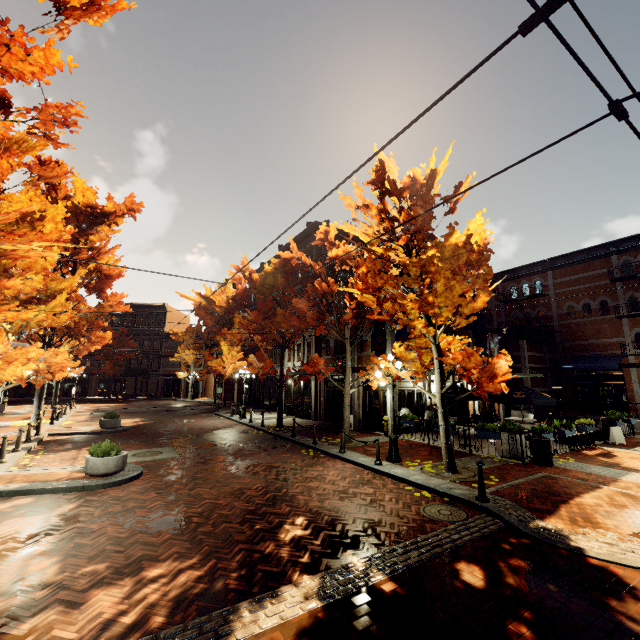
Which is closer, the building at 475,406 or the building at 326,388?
the building at 475,406

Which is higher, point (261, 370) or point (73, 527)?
point (261, 370)

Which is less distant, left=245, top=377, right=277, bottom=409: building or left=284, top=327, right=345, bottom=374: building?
left=284, top=327, right=345, bottom=374: building

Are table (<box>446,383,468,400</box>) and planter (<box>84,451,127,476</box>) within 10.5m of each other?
no

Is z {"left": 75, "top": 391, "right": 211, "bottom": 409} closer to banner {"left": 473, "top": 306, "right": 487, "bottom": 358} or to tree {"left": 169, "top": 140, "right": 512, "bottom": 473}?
tree {"left": 169, "top": 140, "right": 512, "bottom": 473}

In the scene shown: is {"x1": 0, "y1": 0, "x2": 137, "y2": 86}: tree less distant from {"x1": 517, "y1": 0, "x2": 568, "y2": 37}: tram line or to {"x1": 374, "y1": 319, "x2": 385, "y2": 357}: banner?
{"x1": 374, "y1": 319, "x2": 385, "y2": 357}: banner

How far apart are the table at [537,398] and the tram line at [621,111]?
13.23m

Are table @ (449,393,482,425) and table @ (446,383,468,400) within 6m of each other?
yes
